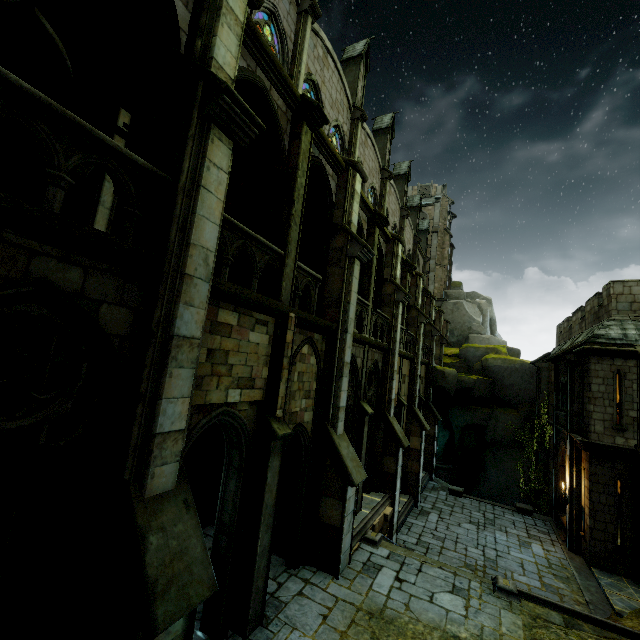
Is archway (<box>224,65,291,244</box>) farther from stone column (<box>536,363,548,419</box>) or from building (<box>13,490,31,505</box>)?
stone column (<box>536,363,548,419</box>)

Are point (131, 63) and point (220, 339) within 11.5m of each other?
yes

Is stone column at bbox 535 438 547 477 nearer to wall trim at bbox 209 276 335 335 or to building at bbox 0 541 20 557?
building at bbox 0 541 20 557

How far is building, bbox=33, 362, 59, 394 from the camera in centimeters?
582cm

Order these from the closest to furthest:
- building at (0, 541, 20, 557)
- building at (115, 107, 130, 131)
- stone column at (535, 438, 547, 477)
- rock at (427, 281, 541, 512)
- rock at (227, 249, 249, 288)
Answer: building at (0, 541, 20, 557), building at (115, 107, 130, 131), rock at (227, 249, 249, 288), stone column at (535, 438, 547, 477), rock at (427, 281, 541, 512)

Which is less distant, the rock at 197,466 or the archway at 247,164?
the archway at 247,164

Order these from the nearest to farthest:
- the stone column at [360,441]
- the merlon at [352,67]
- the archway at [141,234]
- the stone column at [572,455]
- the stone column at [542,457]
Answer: the archway at [141,234], the stone column at [360,441], the stone column at [572,455], the merlon at [352,67], the stone column at [542,457]
